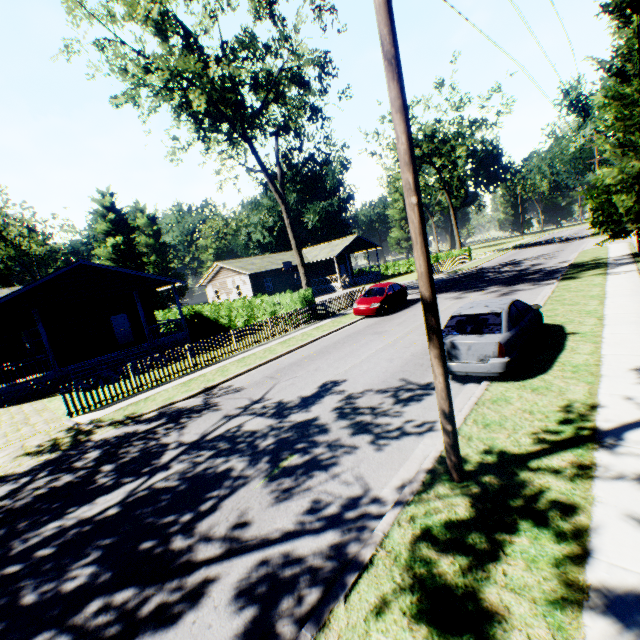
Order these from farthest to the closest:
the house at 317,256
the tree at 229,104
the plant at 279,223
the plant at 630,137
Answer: the plant at 279,223 < the house at 317,256 < the plant at 630,137 < the tree at 229,104

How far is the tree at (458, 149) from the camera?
39.00m

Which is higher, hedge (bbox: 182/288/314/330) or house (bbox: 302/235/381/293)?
house (bbox: 302/235/381/293)

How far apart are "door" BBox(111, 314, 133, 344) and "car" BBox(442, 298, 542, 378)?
23.81m

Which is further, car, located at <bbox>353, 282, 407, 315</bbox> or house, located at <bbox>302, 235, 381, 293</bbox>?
house, located at <bbox>302, 235, 381, 293</bbox>

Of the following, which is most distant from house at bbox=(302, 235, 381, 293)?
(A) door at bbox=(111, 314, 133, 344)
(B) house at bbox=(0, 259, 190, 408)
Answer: (A) door at bbox=(111, 314, 133, 344)

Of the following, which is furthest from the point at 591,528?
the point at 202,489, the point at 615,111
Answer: the point at 615,111

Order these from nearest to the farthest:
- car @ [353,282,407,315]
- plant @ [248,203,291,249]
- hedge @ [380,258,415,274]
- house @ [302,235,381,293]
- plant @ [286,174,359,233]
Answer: car @ [353,282,407,315]
house @ [302,235,381,293]
hedge @ [380,258,415,274]
plant @ [286,174,359,233]
plant @ [248,203,291,249]
